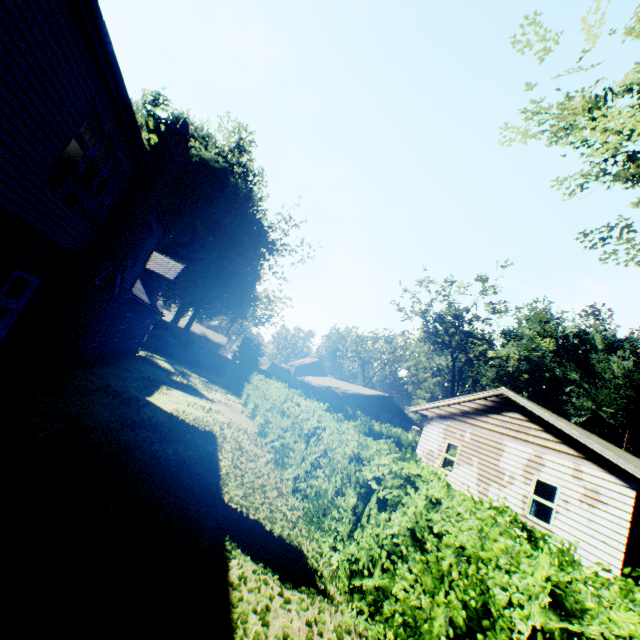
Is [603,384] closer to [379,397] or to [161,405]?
[379,397]

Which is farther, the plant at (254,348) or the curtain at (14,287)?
the plant at (254,348)

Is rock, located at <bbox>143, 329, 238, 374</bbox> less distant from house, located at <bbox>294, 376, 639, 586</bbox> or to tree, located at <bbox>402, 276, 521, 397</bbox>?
house, located at <bbox>294, 376, 639, 586</bbox>

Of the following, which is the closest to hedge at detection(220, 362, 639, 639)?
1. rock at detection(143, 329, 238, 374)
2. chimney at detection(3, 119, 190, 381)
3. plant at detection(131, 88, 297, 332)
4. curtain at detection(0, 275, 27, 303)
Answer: chimney at detection(3, 119, 190, 381)

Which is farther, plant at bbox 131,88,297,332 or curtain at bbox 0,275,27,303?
plant at bbox 131,88,297,332

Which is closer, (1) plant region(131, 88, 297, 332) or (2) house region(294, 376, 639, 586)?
(2) house region(294, 376, 639, 586)

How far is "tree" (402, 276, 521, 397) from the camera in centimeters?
3831cm

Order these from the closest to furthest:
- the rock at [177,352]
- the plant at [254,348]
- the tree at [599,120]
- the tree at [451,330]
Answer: the tree at [599,120] → the rock at [177,352] → the plant at [254,348] → the tree at [451,330]
